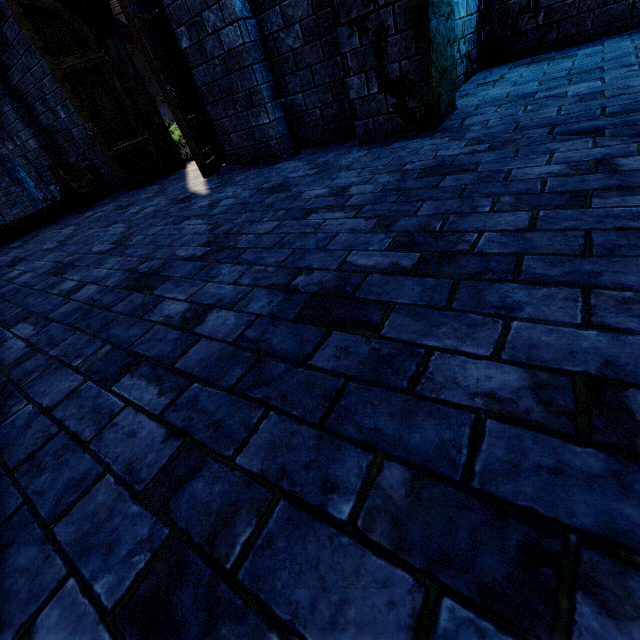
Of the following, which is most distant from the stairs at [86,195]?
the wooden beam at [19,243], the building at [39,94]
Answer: the building at [39,94]

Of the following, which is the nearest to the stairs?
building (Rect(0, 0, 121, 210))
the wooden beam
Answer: the wooden beam

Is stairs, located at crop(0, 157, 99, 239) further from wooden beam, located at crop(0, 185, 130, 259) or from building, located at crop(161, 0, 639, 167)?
building, located at crop(161, 0, 639, 167)

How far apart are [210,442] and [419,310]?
0.81m

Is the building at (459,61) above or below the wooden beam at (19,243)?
above

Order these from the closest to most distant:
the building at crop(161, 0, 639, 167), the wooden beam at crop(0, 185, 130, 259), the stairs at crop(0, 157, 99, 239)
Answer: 1. the building at crop(161, 0, 639, 167)
2. the wooden beam at crop(0, 185, 130, 259)
3. the stairs at crop(0, 157, 99, 239)

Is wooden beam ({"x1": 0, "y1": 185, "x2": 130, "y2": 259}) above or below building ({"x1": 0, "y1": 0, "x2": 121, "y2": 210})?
below
